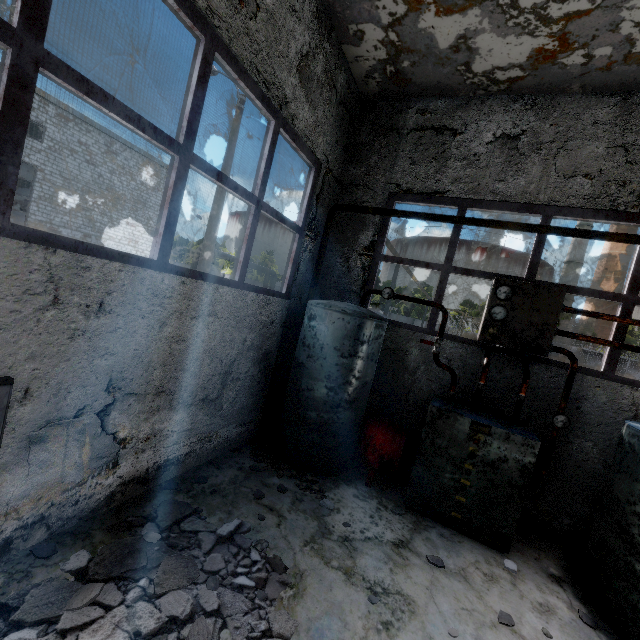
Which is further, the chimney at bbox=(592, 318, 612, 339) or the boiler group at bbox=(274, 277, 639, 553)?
the chimney at bbox=(592, 318, 612, 339)

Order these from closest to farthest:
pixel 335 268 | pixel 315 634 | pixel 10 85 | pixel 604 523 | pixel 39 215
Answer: pixel 10 85
pixel 315 634
pixel 604 523
pixel 335 268
pixel 39 215

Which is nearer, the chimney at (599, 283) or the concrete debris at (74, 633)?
the concrete debris at (74, 633)

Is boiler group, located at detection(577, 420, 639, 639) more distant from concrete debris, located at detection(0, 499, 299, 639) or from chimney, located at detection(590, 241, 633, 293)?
chimney, located at detection(590, 241, 633, 293)

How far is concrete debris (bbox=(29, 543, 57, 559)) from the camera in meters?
2.7 m

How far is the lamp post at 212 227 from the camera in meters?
10.9

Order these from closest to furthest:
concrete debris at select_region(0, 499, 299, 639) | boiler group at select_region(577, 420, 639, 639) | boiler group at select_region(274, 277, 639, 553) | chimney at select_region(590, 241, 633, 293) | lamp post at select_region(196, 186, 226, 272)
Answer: concrete debris at select_region(0, 499, 299, 639), boiler group at select_region(577, 420, 639, 639), boiler group at select_region(274, 277, 639, 553), lamp post at select_region(196, 186, 226, 272), chimney at select_region(590, 241, 633, 293)
